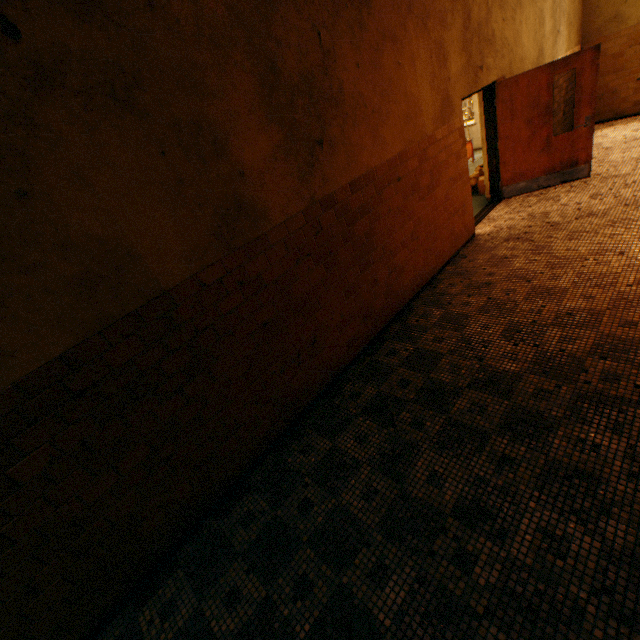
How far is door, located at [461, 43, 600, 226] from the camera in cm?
546

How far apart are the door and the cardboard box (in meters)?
0.45

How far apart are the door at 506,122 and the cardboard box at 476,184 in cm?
45

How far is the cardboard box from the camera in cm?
737

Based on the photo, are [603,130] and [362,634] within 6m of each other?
no

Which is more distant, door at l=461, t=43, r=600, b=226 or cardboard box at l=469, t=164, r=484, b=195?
cardboard box at l=469, t=164, r=484, b=195

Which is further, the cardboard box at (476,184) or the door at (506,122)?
the cardboard box at (476,184)
